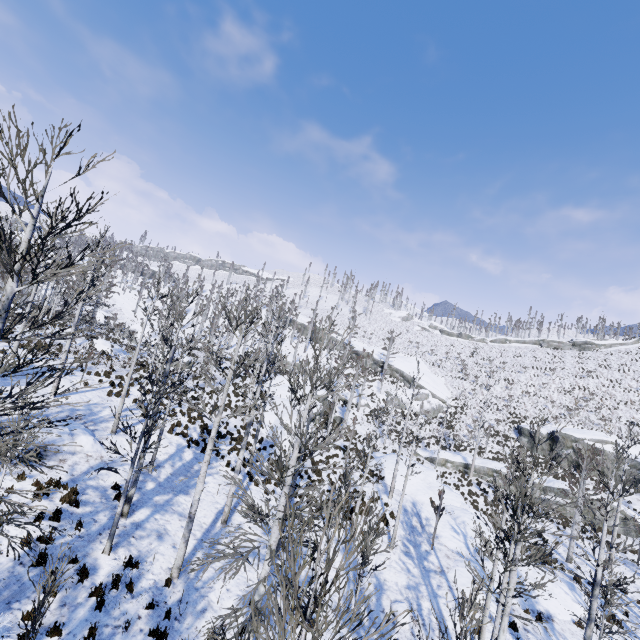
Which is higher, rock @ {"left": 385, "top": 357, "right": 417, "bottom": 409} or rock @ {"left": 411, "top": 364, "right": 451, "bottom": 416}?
rock @ {"left": 385, "top": 357, "right": 417, "bottom": 409}

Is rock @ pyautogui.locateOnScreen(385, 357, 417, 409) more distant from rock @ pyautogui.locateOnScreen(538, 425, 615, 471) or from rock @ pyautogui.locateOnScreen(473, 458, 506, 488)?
rock @ pyautogui.locateOnScreen(538, 425, 615, 471)

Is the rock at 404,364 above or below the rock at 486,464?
above

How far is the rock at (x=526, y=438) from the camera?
39.7 meters

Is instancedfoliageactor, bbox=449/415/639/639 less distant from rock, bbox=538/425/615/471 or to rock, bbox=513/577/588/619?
rock, bbox=513/577/588/619

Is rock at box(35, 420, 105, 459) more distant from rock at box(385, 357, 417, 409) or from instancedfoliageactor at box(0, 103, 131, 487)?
rock at box(385, 357, 417, 409)

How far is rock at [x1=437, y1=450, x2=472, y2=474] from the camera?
34.8m

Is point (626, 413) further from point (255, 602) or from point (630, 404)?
point (255, 602)
